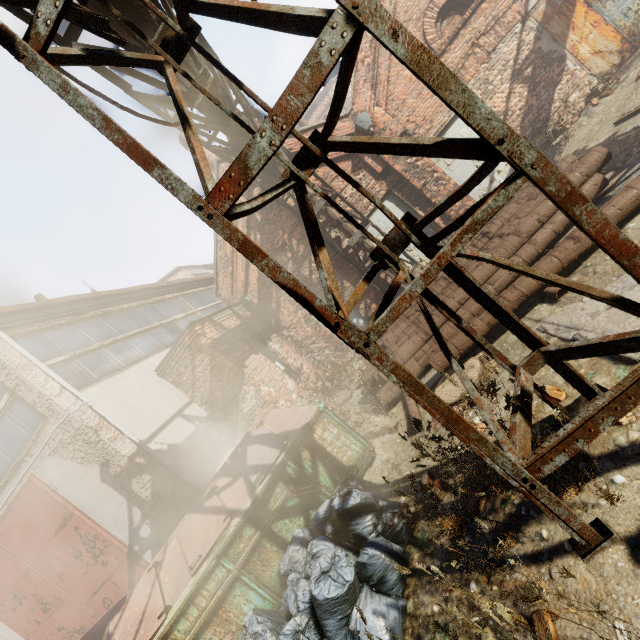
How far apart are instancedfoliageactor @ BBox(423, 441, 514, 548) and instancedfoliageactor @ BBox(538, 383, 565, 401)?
1.16m

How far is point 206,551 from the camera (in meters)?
3.91

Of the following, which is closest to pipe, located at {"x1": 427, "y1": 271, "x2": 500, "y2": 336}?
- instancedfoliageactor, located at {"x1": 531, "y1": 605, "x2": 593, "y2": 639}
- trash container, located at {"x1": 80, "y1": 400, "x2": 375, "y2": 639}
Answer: trash container, located at {"x1": 80, "y1": 400, "x2": 375, "y2": 639}

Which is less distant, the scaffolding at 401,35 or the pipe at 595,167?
the scaffolding at 401,35

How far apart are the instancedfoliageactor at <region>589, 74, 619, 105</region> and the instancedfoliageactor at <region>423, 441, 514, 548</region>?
10.1 meters

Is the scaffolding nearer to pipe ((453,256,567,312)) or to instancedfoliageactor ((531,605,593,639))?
instancedfoliageactor ((531,605,593,639))

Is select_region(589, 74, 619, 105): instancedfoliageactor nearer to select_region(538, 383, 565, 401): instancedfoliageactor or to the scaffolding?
the scaffolding

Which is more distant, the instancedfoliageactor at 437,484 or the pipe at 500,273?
the pipe at 500,273
